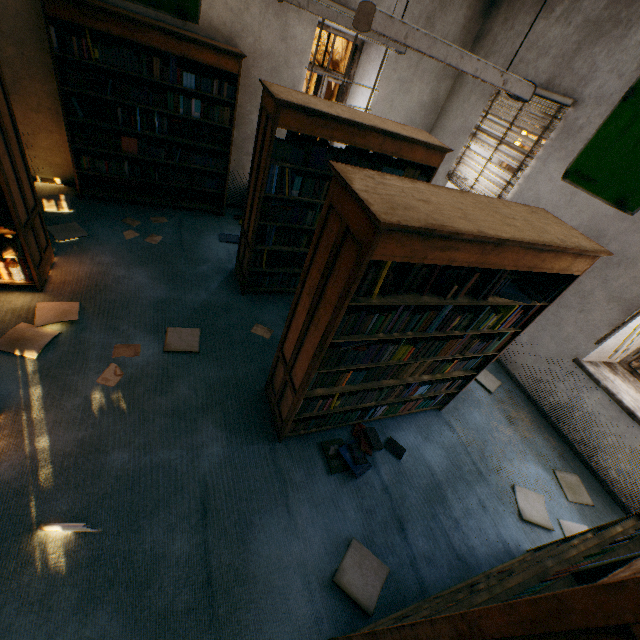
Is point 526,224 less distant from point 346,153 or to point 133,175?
point 346,153

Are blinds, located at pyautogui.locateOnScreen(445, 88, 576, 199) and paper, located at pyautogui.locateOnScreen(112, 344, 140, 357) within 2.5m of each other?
no

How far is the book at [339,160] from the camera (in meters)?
1.76

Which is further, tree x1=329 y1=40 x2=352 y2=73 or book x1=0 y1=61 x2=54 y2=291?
tree x1=329 y1=40 x2=352 y2=73

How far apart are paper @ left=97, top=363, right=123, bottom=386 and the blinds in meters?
5.1 m

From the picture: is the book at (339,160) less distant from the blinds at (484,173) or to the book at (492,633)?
the book at (492,633)

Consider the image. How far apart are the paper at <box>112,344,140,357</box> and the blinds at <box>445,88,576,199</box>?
4.96m

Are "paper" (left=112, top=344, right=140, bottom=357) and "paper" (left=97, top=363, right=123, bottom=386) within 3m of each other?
yes
